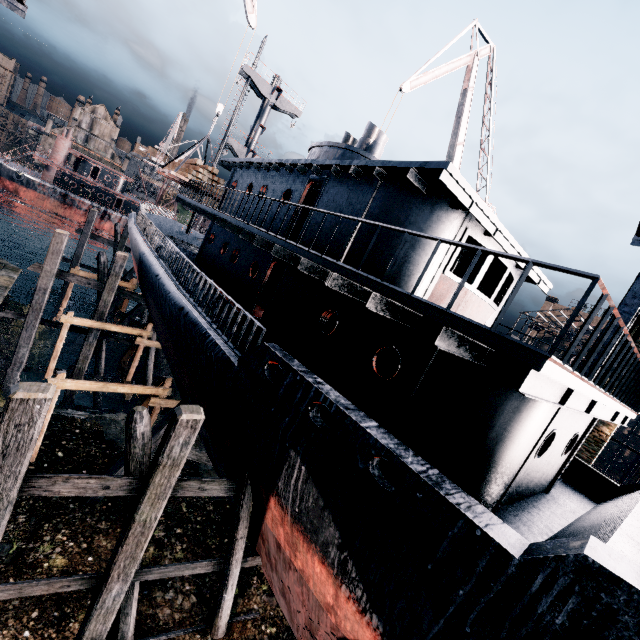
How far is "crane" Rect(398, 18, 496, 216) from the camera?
20.03m

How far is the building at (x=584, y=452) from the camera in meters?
17.6 m

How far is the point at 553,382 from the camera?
4.5m

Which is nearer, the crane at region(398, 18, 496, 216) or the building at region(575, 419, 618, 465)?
the building at region(575, 419, 618, 465)

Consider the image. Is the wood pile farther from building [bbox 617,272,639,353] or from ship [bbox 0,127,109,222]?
building [bbox 617,272,639,353]

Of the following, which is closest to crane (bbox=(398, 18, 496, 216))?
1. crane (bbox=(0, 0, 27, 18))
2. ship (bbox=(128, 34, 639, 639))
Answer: ship (bbox=(128, 34, 639, 639))

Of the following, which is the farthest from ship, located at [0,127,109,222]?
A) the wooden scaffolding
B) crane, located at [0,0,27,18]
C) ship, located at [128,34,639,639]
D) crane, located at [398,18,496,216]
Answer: crane, located at [398,18,496,216]

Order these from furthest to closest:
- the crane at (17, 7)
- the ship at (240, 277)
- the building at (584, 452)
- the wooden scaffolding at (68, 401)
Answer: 1. the wooden scaffolding at (68, 401)
2. the building at (584, 452)
3. the crane at (17, 7)
4. the ship at (240, 277)
